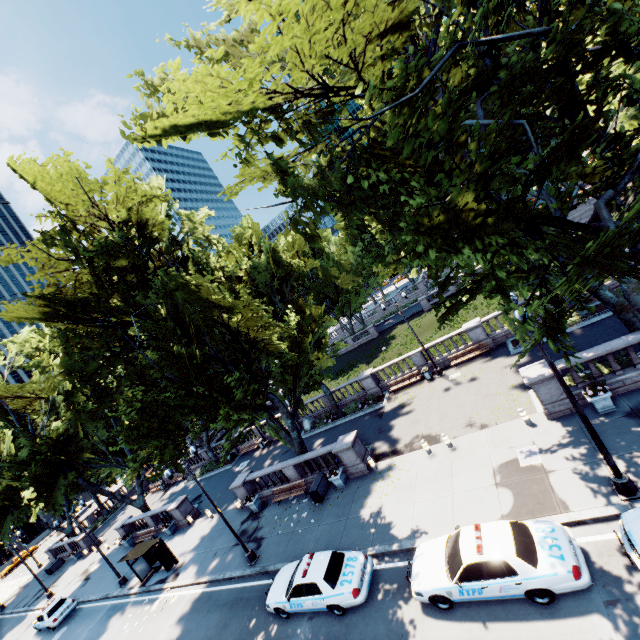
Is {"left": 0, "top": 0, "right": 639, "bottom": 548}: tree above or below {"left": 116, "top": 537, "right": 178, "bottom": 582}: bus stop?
above

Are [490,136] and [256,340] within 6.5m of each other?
no

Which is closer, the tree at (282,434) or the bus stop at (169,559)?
the tree at (282,434)

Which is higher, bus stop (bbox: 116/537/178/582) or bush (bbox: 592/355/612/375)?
bus stop (bbox: 116/537/178/582)

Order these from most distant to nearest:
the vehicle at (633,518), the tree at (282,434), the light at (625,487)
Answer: the light at (625,487) < the vehicle at (633,518) < the tree at (282,434)

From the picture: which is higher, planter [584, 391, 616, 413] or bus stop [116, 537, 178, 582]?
bus stop [116, 537, 178, 582]

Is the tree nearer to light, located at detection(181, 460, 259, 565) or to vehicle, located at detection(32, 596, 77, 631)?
light, located at detection(181, 460, 259, 565)

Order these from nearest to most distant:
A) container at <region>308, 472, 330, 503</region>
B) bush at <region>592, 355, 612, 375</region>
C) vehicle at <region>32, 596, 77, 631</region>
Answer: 1. bush at <region>592, 355, 612, 375</region>
2. container at <region>308, 472, 330, 503</region>
3. vehicle at <region>32, 596, 77, 631</region>
